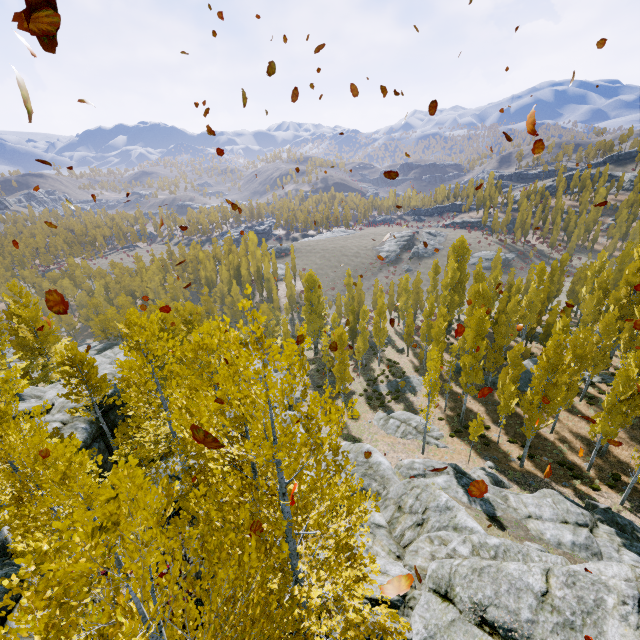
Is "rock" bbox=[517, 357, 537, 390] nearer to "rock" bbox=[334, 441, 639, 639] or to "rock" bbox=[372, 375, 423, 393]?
"rock" bbox=[372, 375, 423, 393]

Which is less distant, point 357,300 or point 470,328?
point 470,328

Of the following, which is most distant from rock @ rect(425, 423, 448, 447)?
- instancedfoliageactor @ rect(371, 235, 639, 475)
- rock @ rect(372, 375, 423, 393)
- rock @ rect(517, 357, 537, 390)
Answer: rock @ rect(517, 357, 537, 390)

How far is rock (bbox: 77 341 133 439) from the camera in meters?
20.8 m

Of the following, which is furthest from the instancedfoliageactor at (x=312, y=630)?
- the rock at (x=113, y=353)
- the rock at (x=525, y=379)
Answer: the rock at (x=525, y=379)

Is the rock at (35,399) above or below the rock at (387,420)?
above

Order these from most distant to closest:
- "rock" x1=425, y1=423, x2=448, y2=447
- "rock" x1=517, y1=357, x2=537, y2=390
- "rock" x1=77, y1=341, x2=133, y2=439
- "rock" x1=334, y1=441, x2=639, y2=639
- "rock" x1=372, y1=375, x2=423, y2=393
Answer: "rock" x1=372, y1=375, x2=423, y2=393
"rock" x1=517, y1=357, x2=537, y2=390
"rock" x1=425, y1=423, x2=448, y2=447
"rock" x1=77, y1=341, x2=133, y2=439
"rock" x1=334, y1=441, x2=639, y2=639
